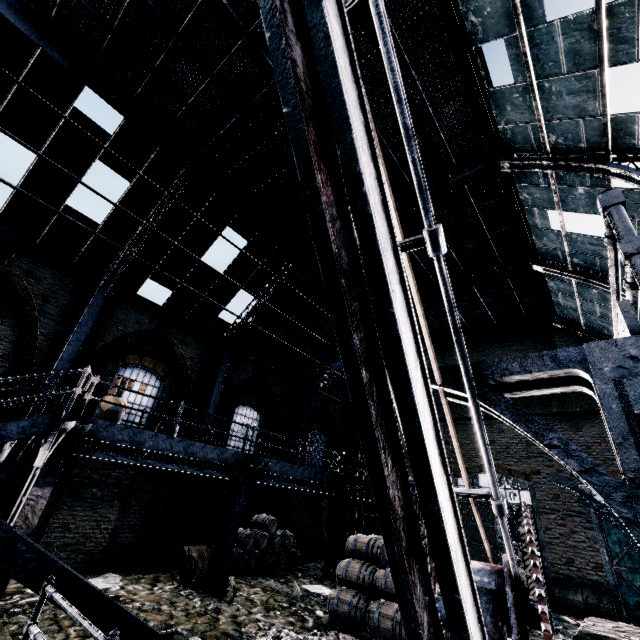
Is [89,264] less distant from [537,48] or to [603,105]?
[537,48]

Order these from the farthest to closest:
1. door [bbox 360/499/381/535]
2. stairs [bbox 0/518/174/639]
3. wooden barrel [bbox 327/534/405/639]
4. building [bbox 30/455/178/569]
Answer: door [bbox 360/499/381/535] → building [bbox 30/455/178/569] → wooden barrel [bbox 327/534/405/639] → stairs [bbox 0/518/174/639]

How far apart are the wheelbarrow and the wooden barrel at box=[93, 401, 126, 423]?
5.0m

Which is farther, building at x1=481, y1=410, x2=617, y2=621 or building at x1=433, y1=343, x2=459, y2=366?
building at x1=433, y1=343, x2=459, y2=366

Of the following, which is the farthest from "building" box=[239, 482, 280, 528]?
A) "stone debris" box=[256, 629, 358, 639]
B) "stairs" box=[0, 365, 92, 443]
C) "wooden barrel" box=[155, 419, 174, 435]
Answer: "stone debris" box=[256, 629, 358, 639]

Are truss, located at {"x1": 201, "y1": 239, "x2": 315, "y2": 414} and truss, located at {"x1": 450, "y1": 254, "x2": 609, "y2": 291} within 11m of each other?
yes

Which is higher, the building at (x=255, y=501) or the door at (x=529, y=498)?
the door at (x=529, y=498)

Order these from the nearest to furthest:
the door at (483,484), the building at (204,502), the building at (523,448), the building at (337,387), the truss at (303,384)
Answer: the building at (523,448) < the building at (204,502) < the door at (483,484) < the truss at (303,384) < the building at (337,387)
